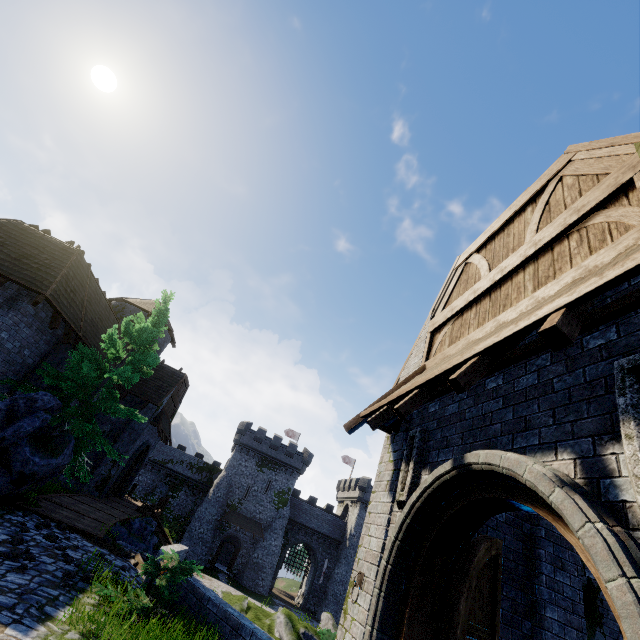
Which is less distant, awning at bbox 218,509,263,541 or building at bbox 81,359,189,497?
building at bbox 81,359,189,497

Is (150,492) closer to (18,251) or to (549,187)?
(18,251)

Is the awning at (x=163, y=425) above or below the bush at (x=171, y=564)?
above

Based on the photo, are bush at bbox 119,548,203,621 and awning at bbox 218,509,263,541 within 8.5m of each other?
no

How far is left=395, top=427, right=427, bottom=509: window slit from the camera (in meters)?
5.08

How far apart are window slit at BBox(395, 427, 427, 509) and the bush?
5.07m

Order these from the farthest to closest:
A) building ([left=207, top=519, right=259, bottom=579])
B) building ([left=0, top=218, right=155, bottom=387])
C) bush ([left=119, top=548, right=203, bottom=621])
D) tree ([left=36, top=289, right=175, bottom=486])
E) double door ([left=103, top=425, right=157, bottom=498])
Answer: building ([left=207, top=519, right=259, bottom=579]) → double door ([left=103, top=425, right=157, bottom=498]) → tree ([left=36, top=289, right=175, bottom=486]) → building ([left=0, top=218, right=155, bottom=387]) → bush ([left=119, top=548, right=203, bottom=621])

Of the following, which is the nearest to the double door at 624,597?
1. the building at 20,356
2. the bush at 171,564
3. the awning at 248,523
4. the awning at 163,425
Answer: the bush at 171,564
